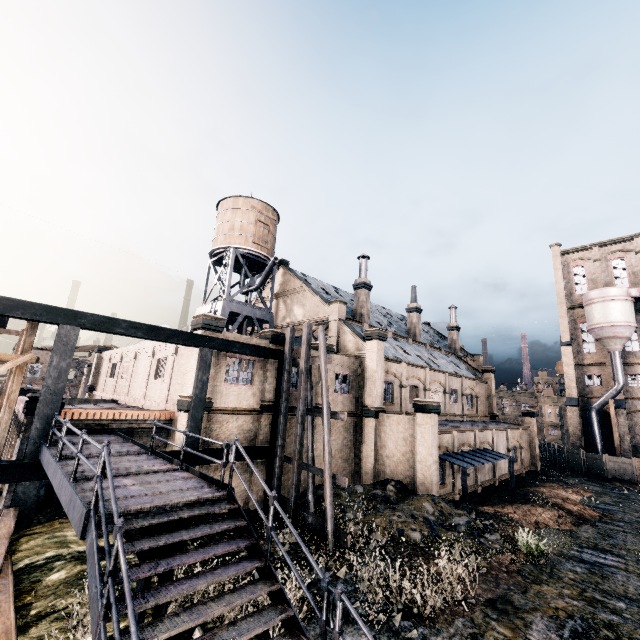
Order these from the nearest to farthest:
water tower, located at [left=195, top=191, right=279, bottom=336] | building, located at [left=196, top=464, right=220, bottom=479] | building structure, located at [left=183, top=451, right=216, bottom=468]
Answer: building structure, located at [left=183, top=451, right=216, bottom=468] < building, located at [left=196, top=464, right=220, bottom=479] < water tower, located at [left=195, top=191, right=279, bottom=336]

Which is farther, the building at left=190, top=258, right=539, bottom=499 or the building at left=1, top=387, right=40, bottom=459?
the building at left=190, top=258, right=539, bottom=499

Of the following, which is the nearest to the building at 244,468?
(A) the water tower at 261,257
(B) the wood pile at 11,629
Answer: (A) the water tower at 261,257

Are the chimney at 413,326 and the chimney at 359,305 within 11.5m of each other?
yes

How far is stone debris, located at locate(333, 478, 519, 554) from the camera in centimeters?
1552cm

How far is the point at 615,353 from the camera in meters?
41.7

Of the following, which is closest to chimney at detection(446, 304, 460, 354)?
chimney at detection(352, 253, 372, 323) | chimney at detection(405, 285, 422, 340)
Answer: chimney at detection(405, 285, 422, 340)

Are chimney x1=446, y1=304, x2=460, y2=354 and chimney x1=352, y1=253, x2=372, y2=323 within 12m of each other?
no
